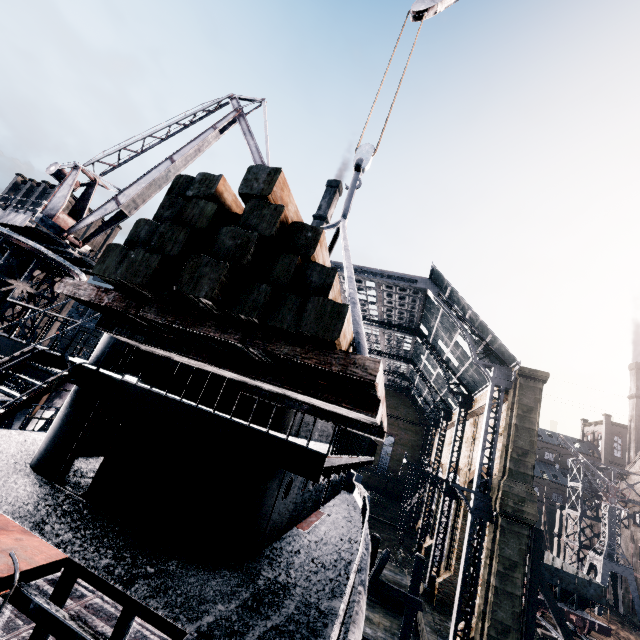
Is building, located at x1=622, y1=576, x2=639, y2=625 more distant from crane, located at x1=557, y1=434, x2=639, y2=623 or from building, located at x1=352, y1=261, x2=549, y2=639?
building, located at x1=352, y1=261, x2=549, y2=639

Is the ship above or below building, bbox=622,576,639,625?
above

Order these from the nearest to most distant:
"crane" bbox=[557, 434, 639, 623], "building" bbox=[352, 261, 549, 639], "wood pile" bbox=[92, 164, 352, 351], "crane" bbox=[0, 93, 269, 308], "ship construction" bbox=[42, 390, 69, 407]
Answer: "wood pile" bbox=[92, 164, 352, 351]
"crane" bbox=[0, 93, 269, 308]
"building" bbox=[352, 261, 549, 639]
"ship construction" bbox=[42, 390, 69, 407]
"crane" bbox=[557, 434, 639, 623]

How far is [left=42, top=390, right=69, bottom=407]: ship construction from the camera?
28.9m

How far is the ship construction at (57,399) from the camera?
28.9m

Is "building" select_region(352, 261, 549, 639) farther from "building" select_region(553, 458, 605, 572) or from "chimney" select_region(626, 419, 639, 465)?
"chimney" select_region(626, 419, 639, 465)

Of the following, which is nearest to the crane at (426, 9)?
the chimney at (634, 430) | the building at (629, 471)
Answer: the building at (629, 471)

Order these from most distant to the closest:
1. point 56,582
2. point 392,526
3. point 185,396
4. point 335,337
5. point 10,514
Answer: point 392,526 < point 56,582 < point 185,396 < point 10,514 < point 335,337
